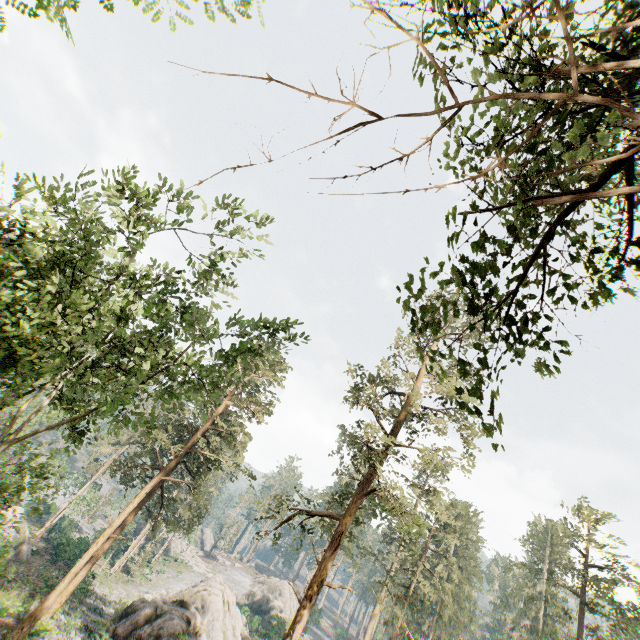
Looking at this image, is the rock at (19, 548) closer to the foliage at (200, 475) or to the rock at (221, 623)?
the foliage at (200, 475)

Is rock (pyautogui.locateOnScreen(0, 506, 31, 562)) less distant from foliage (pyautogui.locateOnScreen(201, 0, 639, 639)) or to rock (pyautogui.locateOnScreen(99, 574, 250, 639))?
foliage (pyautogui.locateOnScreen(201, 0, 639, 639))

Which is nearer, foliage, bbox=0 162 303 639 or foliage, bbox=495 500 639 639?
foliage, bbox=0 162 303 639

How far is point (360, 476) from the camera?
54.9 meters

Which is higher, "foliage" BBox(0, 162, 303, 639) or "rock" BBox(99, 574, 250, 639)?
"foliage" BBox(0, 162, 303, 639)

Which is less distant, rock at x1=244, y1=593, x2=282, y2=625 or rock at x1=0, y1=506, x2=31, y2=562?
rock at x1=0, y1=506, x2=31, y2=562

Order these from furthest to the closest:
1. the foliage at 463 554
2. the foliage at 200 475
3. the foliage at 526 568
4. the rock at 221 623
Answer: the foliage at 526 568 → the rock at 221 623 → the foliage at 200 475 → the foliage at 463 554
